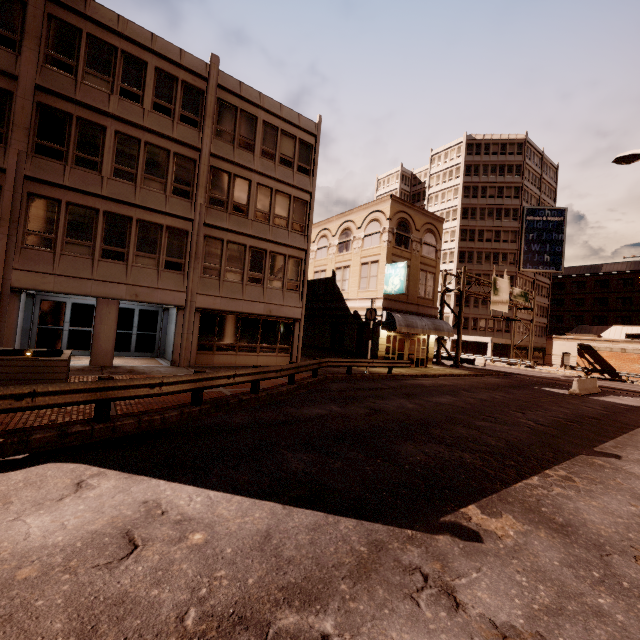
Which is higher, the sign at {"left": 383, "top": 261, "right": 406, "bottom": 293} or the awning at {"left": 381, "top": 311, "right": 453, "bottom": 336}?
the sign at {"left": 383, "top": 261, "right": 406, "bottom": 293}

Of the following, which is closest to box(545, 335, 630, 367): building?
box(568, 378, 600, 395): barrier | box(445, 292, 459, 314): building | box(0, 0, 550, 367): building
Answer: box(445, 292, 459, 314): building

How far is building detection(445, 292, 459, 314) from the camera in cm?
5428

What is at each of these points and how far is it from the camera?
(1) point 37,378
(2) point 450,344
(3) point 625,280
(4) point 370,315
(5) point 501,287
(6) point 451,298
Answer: (1) planter, 8.7 meters
(2) building, 54.1 meters
(3) building, 59.4 meters
(4) sign, 20.5 meters
(5) sign, 37.2 meters
(6) building, 54.7 meters

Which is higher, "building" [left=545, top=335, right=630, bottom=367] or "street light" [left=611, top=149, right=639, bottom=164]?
"street light" [left=611, top=149, right=639, bottom=164]

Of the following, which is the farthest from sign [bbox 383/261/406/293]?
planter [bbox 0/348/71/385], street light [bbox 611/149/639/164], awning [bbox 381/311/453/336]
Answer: planter [bbox 0/348/71/385]

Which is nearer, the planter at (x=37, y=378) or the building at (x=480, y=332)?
the planter at (x=37, y=378)

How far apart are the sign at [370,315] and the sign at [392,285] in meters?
3.5
